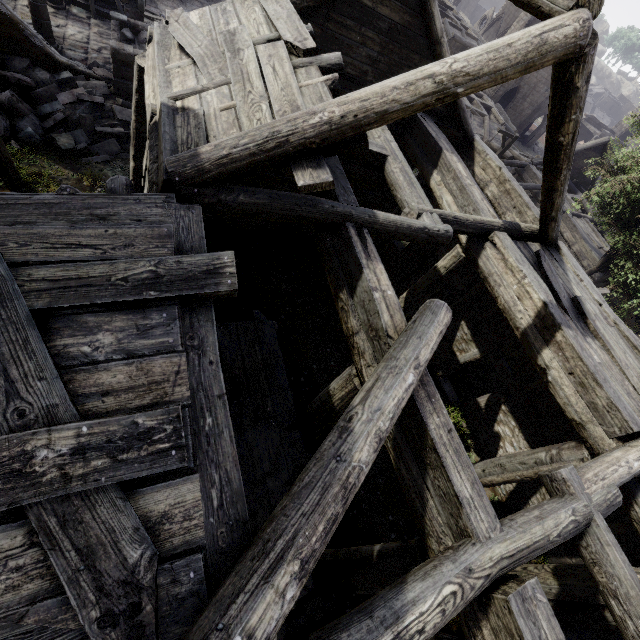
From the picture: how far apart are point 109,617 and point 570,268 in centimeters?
994cm

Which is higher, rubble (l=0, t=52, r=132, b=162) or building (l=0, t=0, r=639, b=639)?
building (l=0, t=0, r=639, b=639)

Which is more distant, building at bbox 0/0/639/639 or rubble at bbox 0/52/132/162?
rubble at bbox 0/52/132/162

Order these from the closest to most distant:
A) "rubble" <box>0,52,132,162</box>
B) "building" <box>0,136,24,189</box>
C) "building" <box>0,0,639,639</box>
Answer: "building" <box>0,0,639,639</box> → "building" <box>0,136,24,189</box> → "rubble" <box>0,52,132,162</box>

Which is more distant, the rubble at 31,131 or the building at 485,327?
the rubble at 31,131

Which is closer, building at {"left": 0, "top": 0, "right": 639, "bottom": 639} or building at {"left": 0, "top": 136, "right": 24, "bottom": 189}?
building at {"left": 0, "top": 0, "right": 639, "bottom": 639}

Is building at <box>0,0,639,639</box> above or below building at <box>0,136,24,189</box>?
above

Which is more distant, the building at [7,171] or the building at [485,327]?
the building at [7,171]
